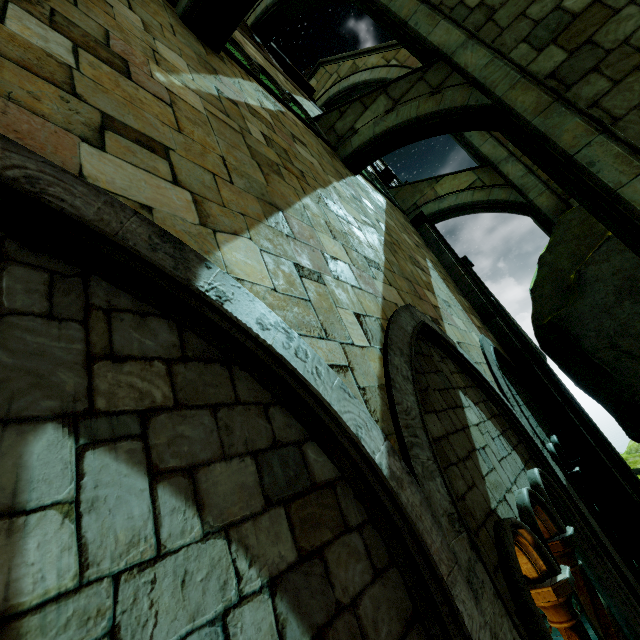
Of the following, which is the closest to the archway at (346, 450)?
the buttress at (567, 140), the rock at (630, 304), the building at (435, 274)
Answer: the building at (435, 274)

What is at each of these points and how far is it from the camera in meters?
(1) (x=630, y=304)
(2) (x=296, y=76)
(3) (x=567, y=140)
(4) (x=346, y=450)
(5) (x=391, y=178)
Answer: (1) rock, 6.2 m
(2) building, 14.9 m
(3) buttress, 5.0 m
(4) archway, 1.8 m
(5) building, 12.7 m

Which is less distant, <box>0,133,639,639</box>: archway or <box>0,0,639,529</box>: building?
<box>0,133,639,639</box>: archway

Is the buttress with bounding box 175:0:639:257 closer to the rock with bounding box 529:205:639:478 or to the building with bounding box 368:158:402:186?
the building with bounding box 368:158:402:186

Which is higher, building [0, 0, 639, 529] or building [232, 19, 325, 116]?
building [232, 19, 325, 116]

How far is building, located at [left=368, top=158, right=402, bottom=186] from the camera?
12.5 meters

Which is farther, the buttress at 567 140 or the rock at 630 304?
the rock at 630 304
